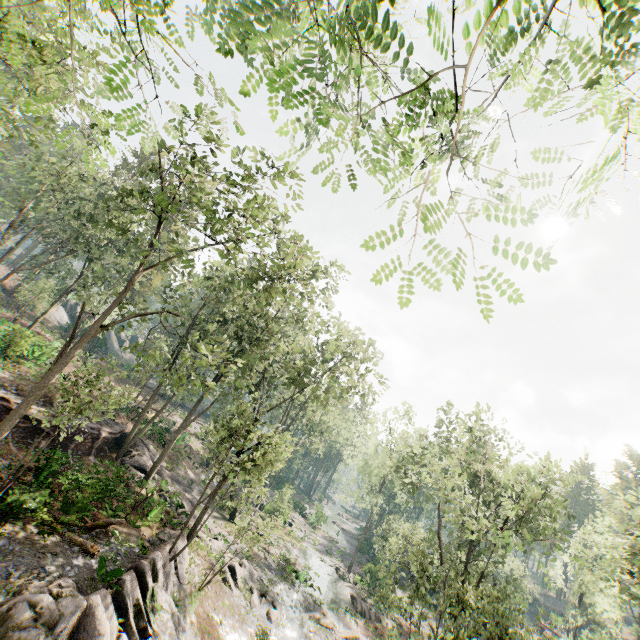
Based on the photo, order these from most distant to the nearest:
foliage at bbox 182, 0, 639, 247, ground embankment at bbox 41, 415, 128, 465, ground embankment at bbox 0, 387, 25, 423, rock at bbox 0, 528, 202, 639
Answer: ground embankment at bbox 41, 415, 128, 465 < ground embankment at bbox 0, 387, 25, 423 < rock at bbox 0, 528, 202, 639 < foliage at bbox 182, 0, 639, 247

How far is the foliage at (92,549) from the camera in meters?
13.1

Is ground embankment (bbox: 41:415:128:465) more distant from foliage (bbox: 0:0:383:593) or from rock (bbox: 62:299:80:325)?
rock (bbox: 62:299:80:325)

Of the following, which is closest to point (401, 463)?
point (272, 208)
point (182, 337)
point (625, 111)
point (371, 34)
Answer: point (182, 337)

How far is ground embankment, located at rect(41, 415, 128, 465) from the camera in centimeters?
2073cm

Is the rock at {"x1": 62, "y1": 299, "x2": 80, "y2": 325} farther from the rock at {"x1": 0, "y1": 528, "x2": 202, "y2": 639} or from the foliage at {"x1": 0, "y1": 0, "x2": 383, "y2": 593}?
the rock at {"x1": 0, "y1": 528, "x2": 202, "y2": 639}

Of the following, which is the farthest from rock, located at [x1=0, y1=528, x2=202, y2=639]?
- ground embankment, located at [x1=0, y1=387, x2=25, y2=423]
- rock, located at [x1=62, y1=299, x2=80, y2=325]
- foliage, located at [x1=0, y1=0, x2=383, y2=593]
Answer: rock, located at [x1=62, y1=299, x2=80, y2=325]

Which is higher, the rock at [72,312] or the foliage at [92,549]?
the rock at [72,312]
